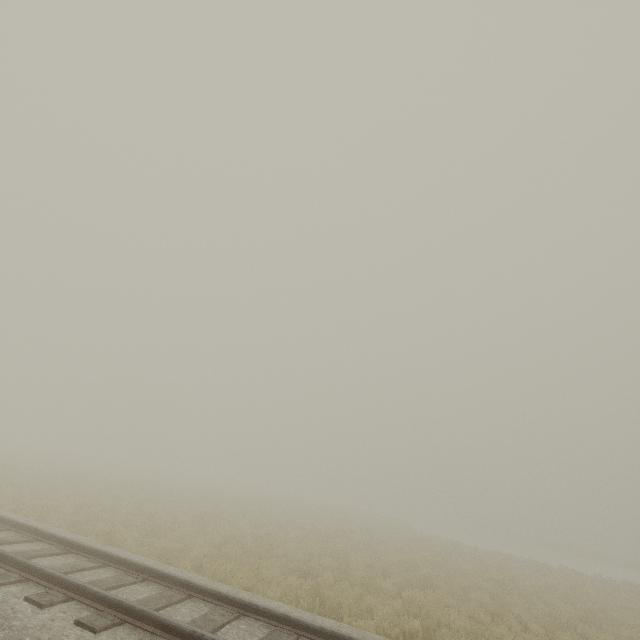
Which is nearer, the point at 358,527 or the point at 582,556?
the point at 358,527
